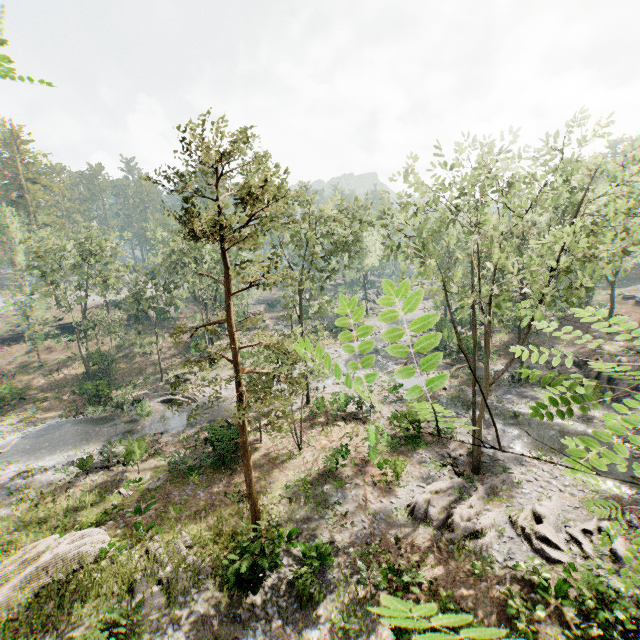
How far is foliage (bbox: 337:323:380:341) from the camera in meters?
1.0 m

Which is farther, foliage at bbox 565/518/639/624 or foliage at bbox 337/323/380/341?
foliage at bbox 565/518/639/624

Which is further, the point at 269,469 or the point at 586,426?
the point at 586,426

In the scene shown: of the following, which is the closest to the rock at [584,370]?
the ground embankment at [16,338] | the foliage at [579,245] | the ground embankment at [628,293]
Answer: the foliage at [579,245]

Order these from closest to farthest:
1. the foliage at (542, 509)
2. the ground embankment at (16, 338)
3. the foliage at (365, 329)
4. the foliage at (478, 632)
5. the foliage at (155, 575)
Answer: the foliage at (478, 632)
the foliage at (365, 329)
the foliage at (155, 575)
the foliage at (542, 509)
the ground embankment at (16, 338)

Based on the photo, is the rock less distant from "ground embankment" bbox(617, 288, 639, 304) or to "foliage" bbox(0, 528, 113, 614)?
"foliage" bbox(0, 528, 113, 614)

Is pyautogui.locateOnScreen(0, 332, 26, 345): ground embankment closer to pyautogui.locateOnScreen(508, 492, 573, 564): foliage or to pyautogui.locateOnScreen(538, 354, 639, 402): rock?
pyautogui.locateOnScreen(508, 492, 573, 564): foliage
